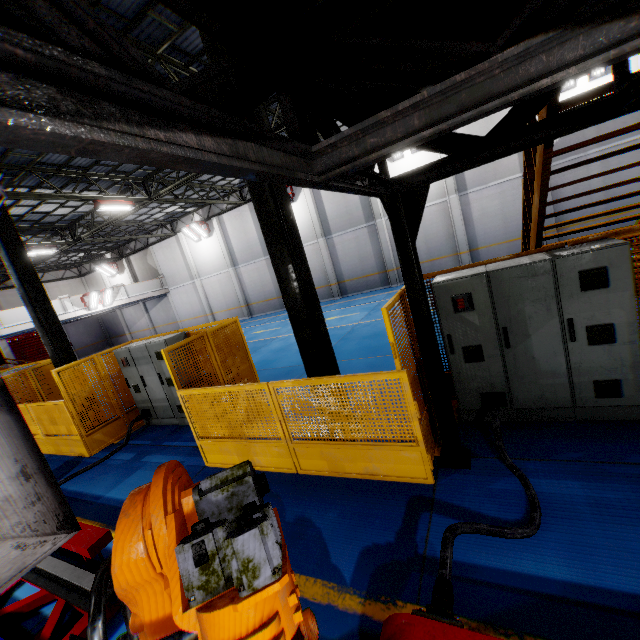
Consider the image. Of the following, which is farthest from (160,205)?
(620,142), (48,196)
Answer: (620,142)

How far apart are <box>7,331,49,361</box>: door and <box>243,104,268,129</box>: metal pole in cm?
3438

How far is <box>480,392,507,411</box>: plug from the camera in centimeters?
433cm

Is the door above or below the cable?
above

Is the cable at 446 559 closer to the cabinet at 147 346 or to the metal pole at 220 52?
the metal pole at 220 52

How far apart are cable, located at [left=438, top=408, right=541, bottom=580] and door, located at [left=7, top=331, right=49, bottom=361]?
37.32m

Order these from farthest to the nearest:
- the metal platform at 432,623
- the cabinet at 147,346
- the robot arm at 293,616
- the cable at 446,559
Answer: the cabinet at 147,346
the cable at 446,559
the metal platform at 432,623
the robot arm at 293,616

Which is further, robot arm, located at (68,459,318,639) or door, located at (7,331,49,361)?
door, located at (7,331,49,361)
